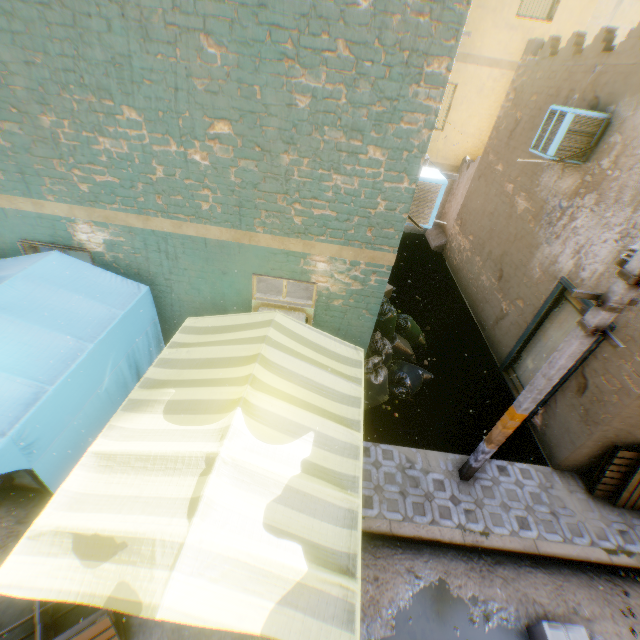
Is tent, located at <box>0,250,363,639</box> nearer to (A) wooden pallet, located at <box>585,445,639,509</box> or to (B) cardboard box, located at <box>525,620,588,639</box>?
(B) cardboard box, located at <box>525,620,588,639</box>

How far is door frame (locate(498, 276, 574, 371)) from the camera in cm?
624

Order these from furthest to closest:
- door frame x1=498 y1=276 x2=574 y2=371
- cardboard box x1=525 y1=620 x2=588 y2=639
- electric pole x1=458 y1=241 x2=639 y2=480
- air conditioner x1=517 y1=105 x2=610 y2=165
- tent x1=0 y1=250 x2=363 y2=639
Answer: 1. door frame x1=498 y1=276 x2=574 y2=371
2. air conditioner x1=517 y1=105 x2=610 y2=165
3. cardboard box x1=525 y1=620 x2=588 y2=639
4. electric pole x1=458 y1=241 x2=639 y2=480
5. tent x1=0 y1=250 x2=363 y2=639

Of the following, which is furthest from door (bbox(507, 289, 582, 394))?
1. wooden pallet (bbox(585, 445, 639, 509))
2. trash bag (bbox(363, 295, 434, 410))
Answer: wooden pallet (bbox(585, 445, 639, 509))

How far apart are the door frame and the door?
Result: 0.0m

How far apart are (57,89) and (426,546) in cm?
778

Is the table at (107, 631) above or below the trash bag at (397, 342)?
below

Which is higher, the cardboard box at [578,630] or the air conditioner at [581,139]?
the air conditioner at [581,139]
